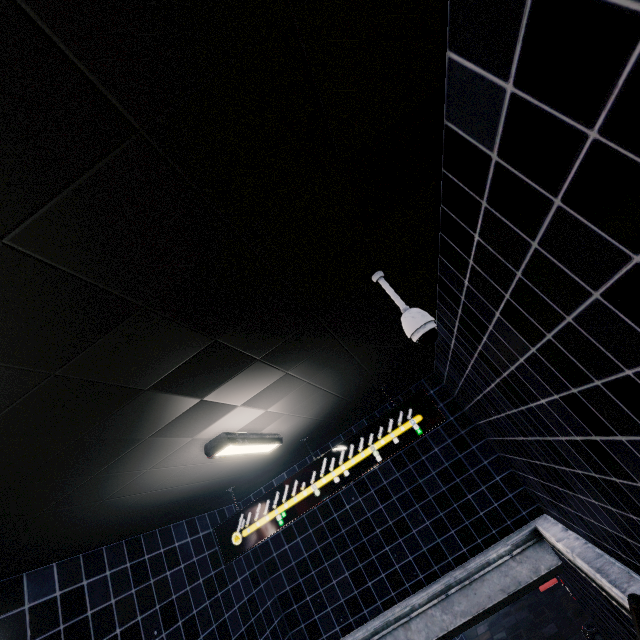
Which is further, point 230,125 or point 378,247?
point 378,247
